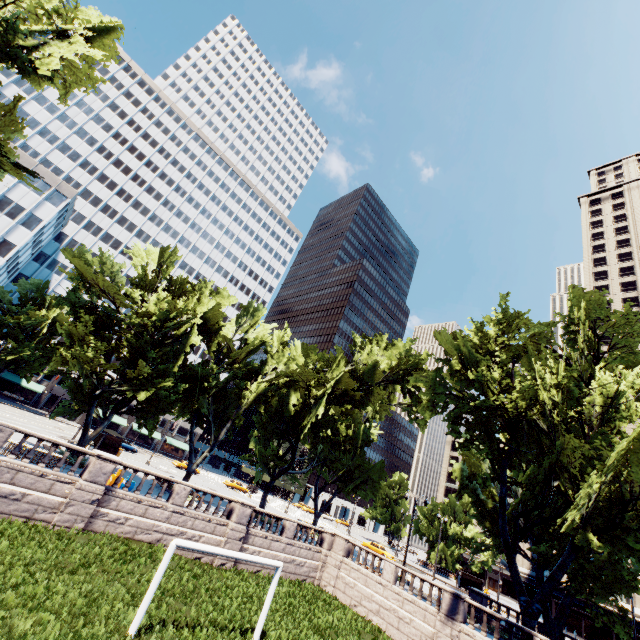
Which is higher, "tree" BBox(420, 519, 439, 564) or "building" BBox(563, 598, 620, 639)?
"tree" BBox(420, 519, 439, 564)

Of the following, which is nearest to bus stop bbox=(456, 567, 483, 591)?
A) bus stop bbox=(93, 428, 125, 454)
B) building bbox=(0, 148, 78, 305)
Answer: bus stop bbox=(93, 428, 125, 454)

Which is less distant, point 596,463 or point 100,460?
point 100,460

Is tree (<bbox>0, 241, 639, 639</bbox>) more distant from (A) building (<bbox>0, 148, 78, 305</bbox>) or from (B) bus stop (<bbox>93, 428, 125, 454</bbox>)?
(B) bus stop (<bbox>93, 428, 125, 454</bbox>)

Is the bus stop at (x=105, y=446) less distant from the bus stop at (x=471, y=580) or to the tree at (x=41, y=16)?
the tree at (x=41, y=16)

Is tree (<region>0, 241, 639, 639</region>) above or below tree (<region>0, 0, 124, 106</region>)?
below

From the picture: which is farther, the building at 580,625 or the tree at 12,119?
the building at 580,625

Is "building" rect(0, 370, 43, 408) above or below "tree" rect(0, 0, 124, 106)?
below
